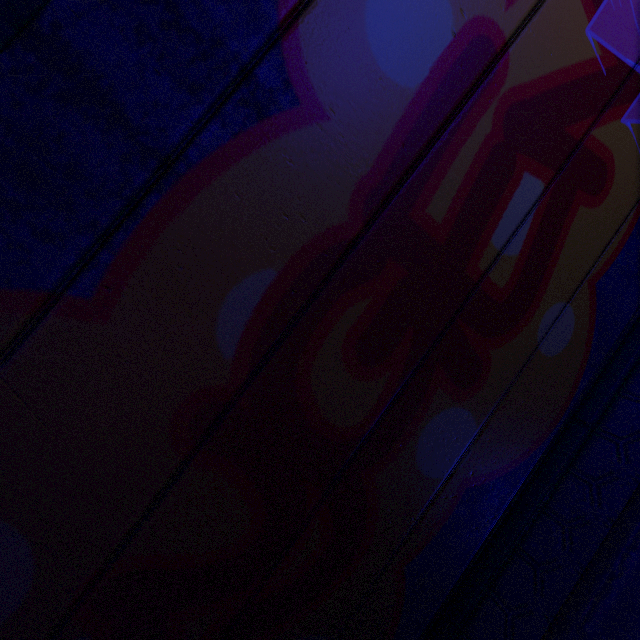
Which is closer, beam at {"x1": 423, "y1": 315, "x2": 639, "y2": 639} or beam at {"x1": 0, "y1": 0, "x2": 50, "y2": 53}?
beam at {"x1": 0, "y1": 0, "x2": 50, "y2": 53}

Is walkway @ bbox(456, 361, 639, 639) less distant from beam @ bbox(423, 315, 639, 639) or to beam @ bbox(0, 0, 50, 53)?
beam @ bbox(423, 315, 639, 639)

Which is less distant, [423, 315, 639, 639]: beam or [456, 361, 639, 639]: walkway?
[456, 361, 639, 639]: walkway

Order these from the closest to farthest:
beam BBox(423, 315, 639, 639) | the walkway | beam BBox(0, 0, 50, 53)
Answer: beam BBox(0, 0, 50, 53) < the walkway < beam BBox(423, 315, 639, 639)

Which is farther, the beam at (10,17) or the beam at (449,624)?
the beam at (449,624)

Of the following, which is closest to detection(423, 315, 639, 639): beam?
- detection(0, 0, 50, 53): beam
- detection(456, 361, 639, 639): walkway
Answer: detection(456, 361, 639, 639): walkway

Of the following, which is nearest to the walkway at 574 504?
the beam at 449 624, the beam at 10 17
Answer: the beam at 449 624

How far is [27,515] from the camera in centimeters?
139cm
